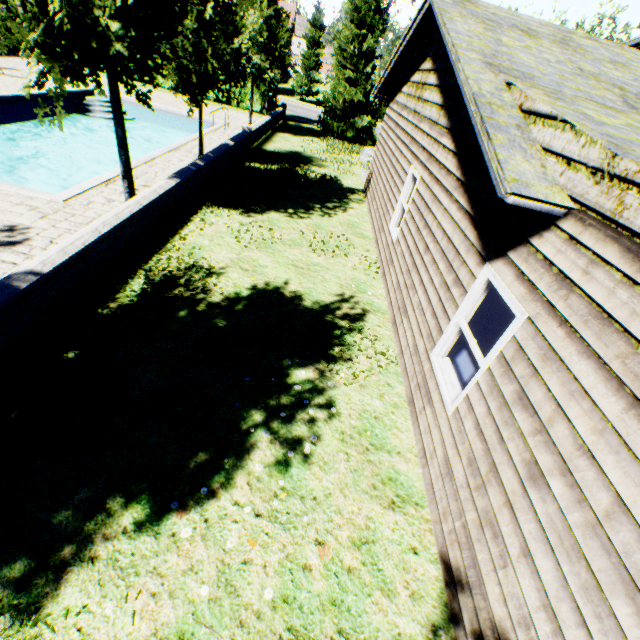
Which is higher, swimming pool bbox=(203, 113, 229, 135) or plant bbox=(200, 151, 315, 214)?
plant bbox=(200, 151, 315, 214)

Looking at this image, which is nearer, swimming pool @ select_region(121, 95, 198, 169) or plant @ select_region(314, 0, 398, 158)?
swimming pool @ select_region(121, 95, 198, 169)

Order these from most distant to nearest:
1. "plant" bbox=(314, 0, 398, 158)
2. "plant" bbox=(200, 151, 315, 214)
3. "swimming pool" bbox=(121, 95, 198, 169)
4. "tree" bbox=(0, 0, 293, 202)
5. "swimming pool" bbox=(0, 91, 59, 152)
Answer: "plant" bbox=(314, 0, 398, 158) → "swimming pool" bbox=(0, 91, 59, 152) → "swimming pool" bbox=(121, 95, 198, 169) → "plant" bbox=(200, 151, 315, 214) → "tree" bbox=(0, 0, 293, 202)

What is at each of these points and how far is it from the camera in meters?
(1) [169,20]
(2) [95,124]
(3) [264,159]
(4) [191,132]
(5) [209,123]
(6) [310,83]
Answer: (1) tree, 6.0 m
(2) swimming pool, 17.6 m
(3) plant, 14.6 m
(4) swimming pool, 19.8 m
(5) swimming pool, 19.5 m
(6) tree, 38.4 m

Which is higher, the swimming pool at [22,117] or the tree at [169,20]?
the tree at [169,20]

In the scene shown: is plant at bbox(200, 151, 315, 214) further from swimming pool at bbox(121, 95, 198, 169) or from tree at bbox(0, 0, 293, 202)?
swimming pool at bbox(121, 95, 198, 169)

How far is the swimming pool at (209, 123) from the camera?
16.8 meters
